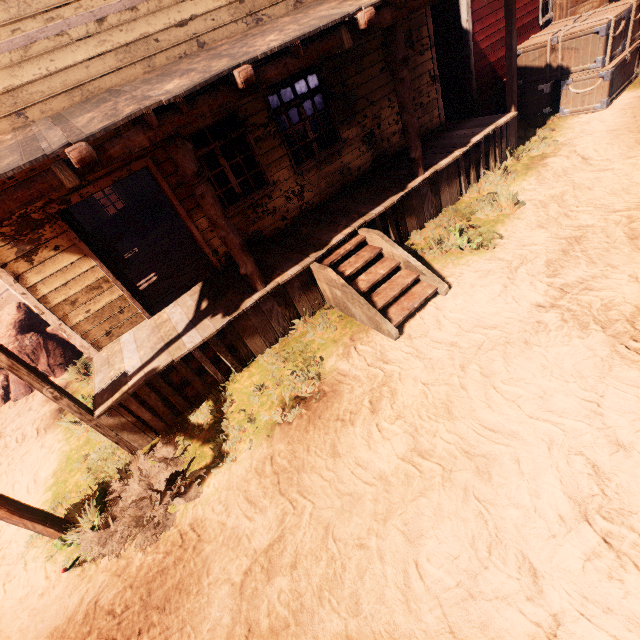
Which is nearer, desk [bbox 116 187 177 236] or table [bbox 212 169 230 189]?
table [bbox 212 169 230 189]

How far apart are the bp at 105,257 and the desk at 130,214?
6.1 meters

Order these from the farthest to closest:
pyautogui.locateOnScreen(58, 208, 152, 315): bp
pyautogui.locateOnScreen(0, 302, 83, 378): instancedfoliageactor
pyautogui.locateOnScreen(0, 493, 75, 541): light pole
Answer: pyautogui.locateOnScreen(0, 302, 83, 378): instancedfoliageactor → pyautogui.locateOnScreen(58, 208, 152, 315): bp → pyautogui.locateOnScreen(0, 493, 75, 541): light pole

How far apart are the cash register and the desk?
2.9m

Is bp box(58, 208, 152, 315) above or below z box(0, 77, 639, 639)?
above

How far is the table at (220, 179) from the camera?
10.92m

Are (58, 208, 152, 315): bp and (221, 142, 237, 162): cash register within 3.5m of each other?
no

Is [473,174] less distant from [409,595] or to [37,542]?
[409,595]
